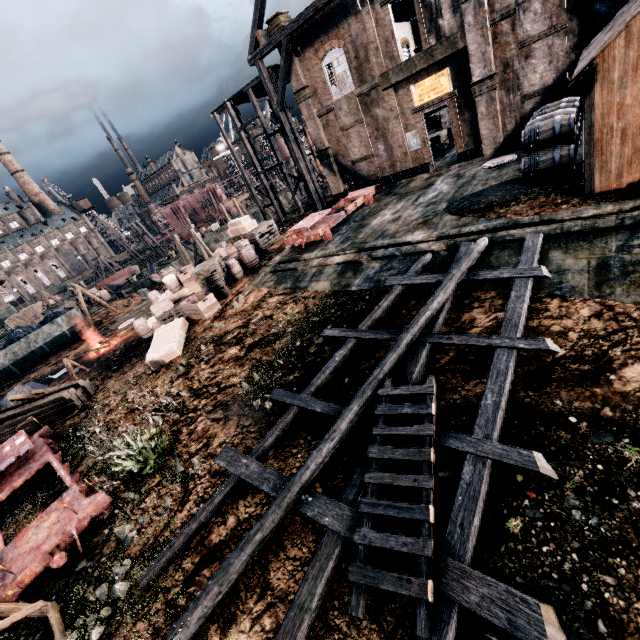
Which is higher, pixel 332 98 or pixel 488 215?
pixel 332 98

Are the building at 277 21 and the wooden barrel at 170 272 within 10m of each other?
no

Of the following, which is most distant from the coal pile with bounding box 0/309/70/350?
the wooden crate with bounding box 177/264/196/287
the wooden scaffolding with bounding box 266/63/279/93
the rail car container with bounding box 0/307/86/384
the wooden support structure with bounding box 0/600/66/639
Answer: the wooden support structure with bounding box 0/600/66/639

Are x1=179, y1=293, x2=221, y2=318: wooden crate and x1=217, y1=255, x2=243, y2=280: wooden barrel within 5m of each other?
yes

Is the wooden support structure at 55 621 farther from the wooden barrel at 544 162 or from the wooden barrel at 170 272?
the wooden barrel at 544 162

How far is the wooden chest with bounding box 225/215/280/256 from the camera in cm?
2545

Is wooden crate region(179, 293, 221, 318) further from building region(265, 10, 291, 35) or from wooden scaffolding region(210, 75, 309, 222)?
building region(265, 10, 291, 35)

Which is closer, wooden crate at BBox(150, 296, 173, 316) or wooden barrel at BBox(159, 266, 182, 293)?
wooden crate at BBox(150, 296, 173, 316)
